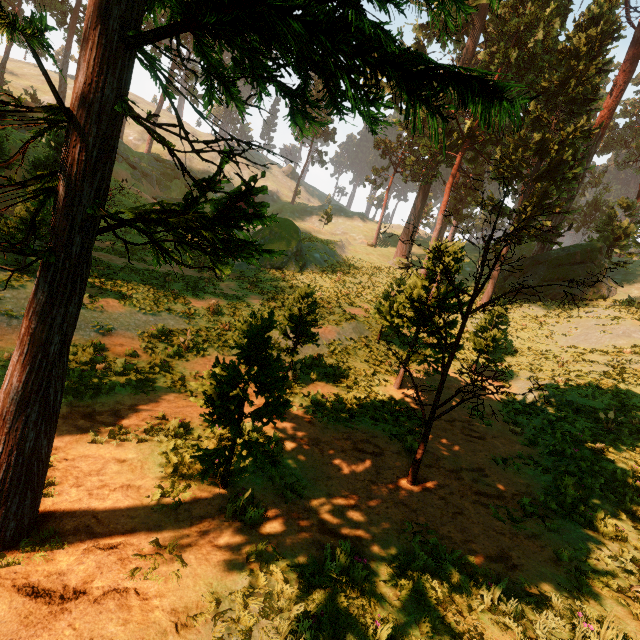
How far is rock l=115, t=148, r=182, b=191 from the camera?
41.2m

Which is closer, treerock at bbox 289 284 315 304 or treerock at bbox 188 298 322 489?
treerock at bbox 188 298 322 489

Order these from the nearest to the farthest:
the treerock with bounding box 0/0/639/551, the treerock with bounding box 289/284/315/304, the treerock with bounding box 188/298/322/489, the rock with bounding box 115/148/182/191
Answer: the treerock with bounding box 0/0/639/551 < the treerock with bounding box 188/298/322/489 < the treerock with bounding box 289/284/315/304 < the rock with bounding box 115/148/182/191

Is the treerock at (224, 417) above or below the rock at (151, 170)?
below

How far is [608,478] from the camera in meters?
8.5

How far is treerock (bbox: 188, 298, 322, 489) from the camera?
5.5 meters
